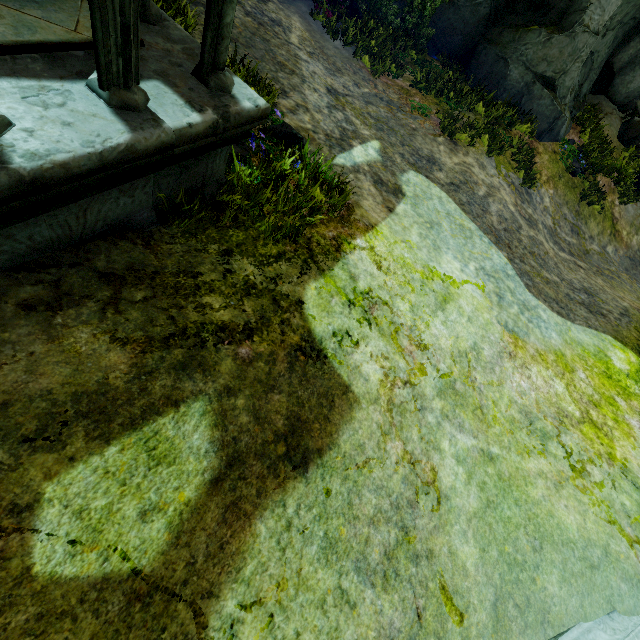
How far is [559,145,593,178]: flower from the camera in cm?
910

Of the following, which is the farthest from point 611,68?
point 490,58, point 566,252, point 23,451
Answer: point 23,451

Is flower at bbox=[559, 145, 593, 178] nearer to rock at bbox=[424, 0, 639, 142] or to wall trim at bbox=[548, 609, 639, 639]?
rock at bbox=[424, 0, 639, 142]

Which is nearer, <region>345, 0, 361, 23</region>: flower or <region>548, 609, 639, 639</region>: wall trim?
<region>548, 609, 639, 639</region>: wall trim

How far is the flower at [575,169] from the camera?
9.10m

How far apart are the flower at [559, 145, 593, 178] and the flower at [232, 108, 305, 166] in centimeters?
881cm

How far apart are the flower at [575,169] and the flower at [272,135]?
8.81m

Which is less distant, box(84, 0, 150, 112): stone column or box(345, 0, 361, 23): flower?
box(84, 0, 150, 112): stone column
